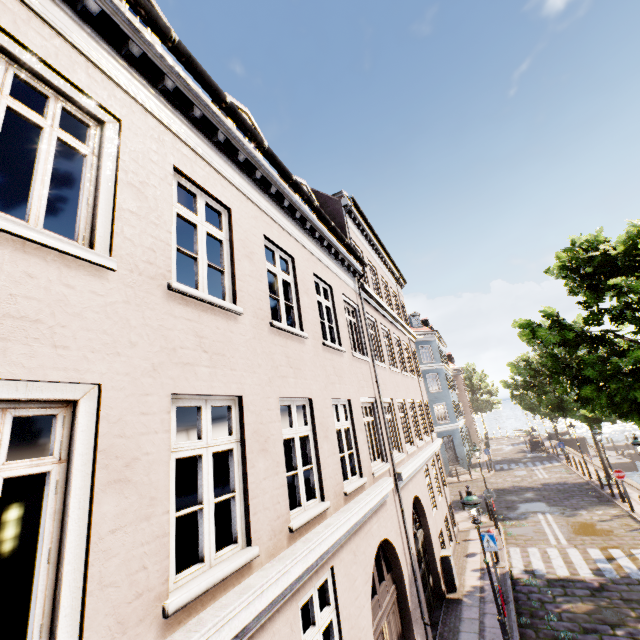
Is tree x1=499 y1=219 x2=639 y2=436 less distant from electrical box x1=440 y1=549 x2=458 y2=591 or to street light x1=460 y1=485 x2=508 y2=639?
street light x1=460 y1=485 x2=508 y2=639

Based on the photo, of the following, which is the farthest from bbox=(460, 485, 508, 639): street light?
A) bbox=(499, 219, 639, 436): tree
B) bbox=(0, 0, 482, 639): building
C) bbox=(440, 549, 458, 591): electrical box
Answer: bbox=(0, 0, 482, 639): building

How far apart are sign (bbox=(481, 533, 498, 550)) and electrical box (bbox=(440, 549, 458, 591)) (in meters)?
1.33

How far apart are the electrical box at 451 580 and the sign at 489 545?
1.3 meters

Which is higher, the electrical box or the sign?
the sign

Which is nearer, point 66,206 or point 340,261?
point 66,206

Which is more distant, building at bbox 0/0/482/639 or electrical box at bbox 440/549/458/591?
electrical box at bbox 440/549/458/591

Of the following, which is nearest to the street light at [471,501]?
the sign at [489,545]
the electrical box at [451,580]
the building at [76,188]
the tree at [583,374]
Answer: the sign at [489,545]
